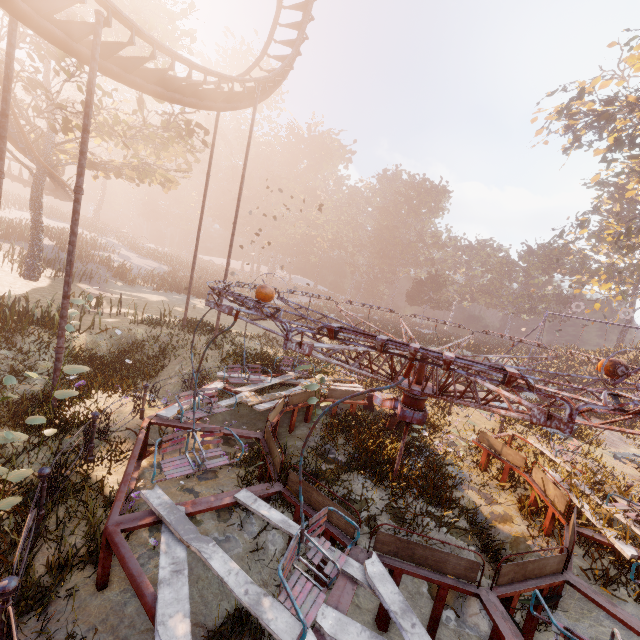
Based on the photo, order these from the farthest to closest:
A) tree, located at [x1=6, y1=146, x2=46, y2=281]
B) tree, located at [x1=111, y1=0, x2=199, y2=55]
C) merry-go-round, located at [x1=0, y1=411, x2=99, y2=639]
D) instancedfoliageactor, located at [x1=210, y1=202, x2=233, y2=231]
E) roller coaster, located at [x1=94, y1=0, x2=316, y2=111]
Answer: instancedfoliageactor, located at [x1=210, y1=202, x2=233, y2=231], tree, located at [x1=6, y1=146, x2=46, y2=281], tree, located at [x1=111, y1=0, x2=199, y2=55], roller coaster, located at [x1=94, y1=0, x2=316, y2=111], merry-go-round, located at [x1=0, y1=411, x2=99, y2=639]

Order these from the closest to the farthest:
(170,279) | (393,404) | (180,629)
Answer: (180,629)
(393,404)
(170,279)

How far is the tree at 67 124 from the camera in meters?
13.2

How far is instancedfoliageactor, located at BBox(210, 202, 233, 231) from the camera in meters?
57.0 m

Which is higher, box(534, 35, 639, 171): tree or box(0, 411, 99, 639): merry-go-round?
box(534, 35, 639, 171): tree

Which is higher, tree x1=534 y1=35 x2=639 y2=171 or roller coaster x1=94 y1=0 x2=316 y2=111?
tree x1=534 y1=35 x2=639 y2=171

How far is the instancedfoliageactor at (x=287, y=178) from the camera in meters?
56.1

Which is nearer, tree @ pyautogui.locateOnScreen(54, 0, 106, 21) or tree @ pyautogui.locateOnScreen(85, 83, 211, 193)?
tree @ pyautogui.locateOnScreen(54, 0, 106, 21)
